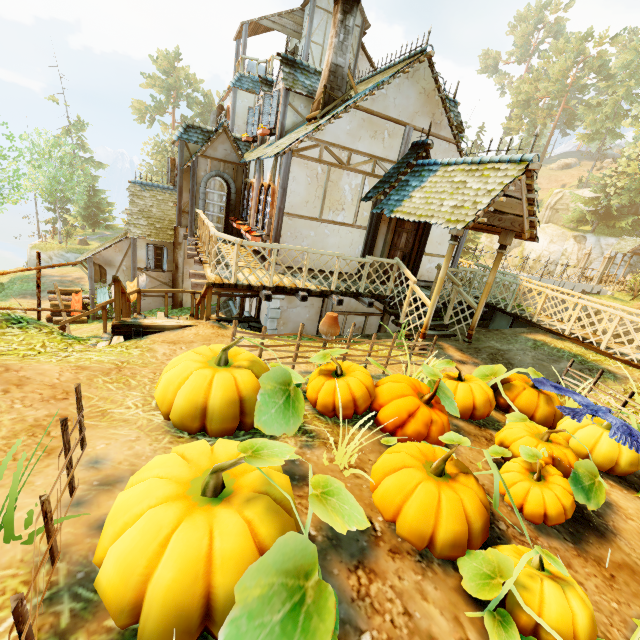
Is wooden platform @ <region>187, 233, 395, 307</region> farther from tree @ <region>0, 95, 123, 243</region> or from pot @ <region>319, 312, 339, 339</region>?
tree @ <region>0, 95, 123, 243</region>

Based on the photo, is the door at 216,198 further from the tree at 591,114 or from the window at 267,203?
the tree at 591,114

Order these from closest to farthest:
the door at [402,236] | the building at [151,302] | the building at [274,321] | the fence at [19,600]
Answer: the fence at [19,600], the door at [402,236], the building at [274,321], the building at [151,302]

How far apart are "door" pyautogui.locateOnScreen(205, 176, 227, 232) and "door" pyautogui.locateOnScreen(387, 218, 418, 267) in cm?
665

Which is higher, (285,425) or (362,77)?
(362,77)

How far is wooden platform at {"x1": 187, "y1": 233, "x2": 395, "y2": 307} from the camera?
7.4m

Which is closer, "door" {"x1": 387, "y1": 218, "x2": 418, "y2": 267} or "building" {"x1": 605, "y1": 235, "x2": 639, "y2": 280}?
"door" {"x1": 387, "y1": 218, "x2": 418, "y2": 267}

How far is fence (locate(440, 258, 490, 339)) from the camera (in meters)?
8.65
